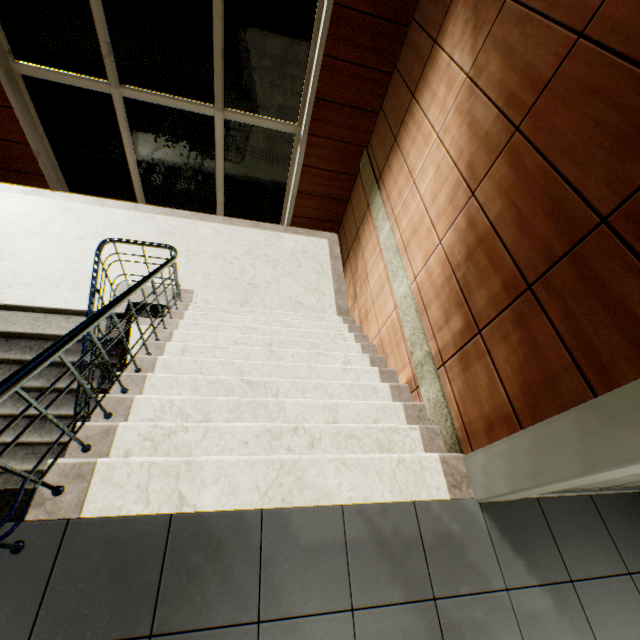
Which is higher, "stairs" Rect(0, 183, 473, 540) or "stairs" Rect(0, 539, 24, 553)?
"stairs" Rect(0, 539, 24, 553)

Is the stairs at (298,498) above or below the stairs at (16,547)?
below

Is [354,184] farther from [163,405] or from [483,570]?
[483,570]
